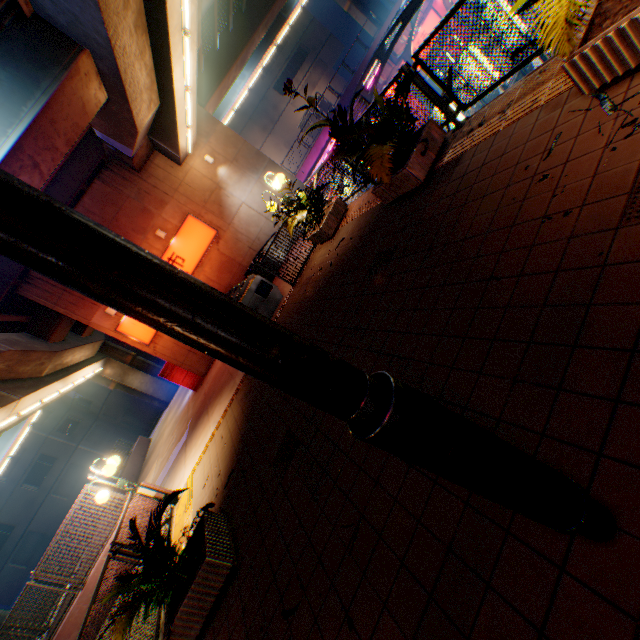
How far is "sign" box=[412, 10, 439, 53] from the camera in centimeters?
2609cm

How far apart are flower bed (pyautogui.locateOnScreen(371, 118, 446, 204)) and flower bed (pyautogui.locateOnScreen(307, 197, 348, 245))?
2.48m

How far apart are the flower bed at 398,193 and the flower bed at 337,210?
2.5m

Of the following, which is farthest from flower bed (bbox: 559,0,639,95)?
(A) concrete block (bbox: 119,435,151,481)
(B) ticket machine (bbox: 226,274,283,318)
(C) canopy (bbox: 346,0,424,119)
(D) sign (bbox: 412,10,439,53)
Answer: (D) sign (bbox: 412,10,439,53)

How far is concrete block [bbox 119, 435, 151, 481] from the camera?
19.3 meters

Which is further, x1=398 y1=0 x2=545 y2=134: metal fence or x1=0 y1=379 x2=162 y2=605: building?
x1=0 y1=379 x2=162 y2=605: building

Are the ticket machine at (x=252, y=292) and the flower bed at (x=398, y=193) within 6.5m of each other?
yes

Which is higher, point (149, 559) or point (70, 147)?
point (70, 147)
